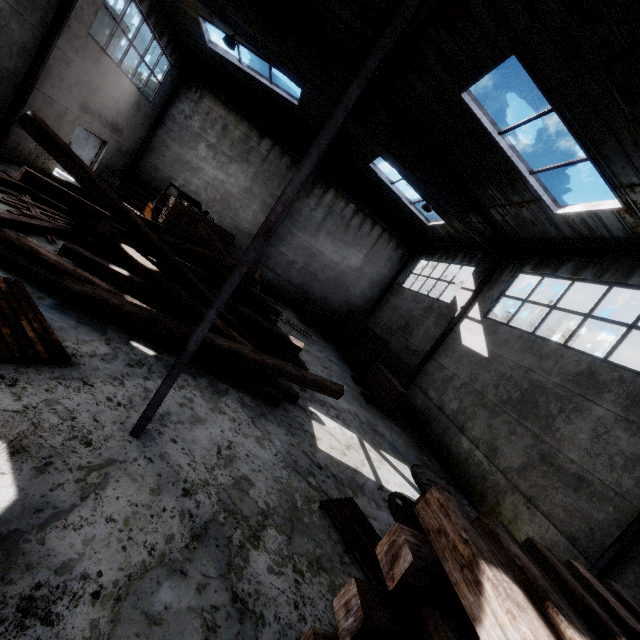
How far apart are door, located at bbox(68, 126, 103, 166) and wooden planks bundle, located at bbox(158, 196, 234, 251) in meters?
6.6

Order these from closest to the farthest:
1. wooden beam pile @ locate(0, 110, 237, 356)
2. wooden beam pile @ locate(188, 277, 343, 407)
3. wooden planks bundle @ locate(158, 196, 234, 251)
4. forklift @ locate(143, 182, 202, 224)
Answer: wooden beam pile @ locate(0, 110, 237, 356)
wooden beam pile @ locate(188, 277, 343, 407)
wooden planks bundle @ locate(158, 196, 234, 251)
forklift @ locate(143, 182, 202, 224)

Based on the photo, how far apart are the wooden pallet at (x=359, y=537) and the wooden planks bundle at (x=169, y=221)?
10.1 meters

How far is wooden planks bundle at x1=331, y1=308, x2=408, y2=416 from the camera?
10.98m

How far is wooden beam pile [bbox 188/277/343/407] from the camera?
6.0 meters

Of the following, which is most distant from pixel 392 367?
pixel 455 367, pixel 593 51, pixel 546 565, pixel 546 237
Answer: pixel 546 565

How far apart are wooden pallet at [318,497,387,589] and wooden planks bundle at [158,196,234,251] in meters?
10.1

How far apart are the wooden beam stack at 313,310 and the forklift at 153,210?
6.4 meters
